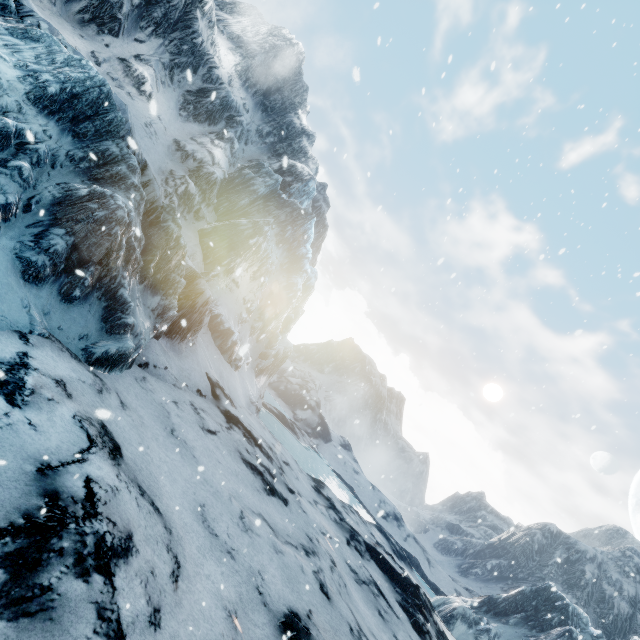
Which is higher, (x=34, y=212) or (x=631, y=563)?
(x=631, y=563)
